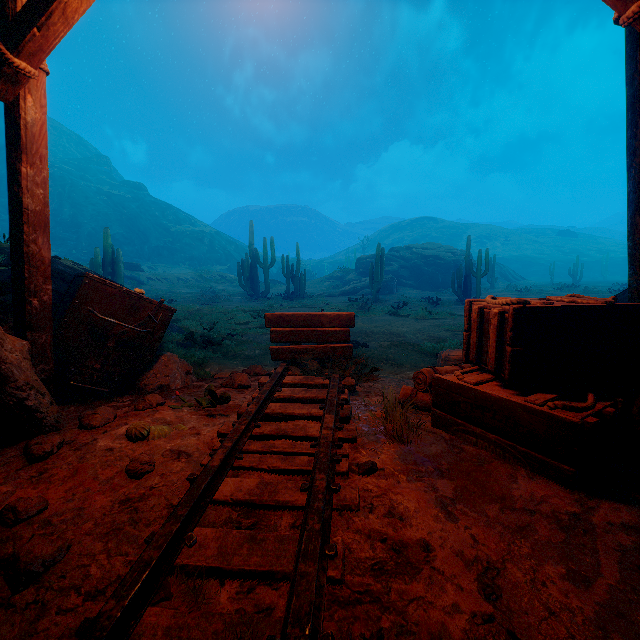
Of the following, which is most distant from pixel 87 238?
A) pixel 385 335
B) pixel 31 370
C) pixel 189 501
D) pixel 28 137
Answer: pixel 189 501

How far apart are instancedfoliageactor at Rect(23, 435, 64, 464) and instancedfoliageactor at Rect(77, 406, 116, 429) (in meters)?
0.32

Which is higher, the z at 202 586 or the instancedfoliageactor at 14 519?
the instancedfoliageactor at 14 519

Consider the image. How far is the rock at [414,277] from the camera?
29.0 meters

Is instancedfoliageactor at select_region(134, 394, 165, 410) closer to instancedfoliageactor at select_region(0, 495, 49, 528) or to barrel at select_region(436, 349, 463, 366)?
instancedfoliageactor at select_region(0, 495, 49, 528)

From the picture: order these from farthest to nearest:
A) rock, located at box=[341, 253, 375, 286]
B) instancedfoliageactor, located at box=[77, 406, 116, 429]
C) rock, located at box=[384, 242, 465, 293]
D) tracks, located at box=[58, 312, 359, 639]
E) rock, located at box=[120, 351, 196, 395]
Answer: rock, located at box=[341, 253, 375, 286] → rock, located at box=[384, 242, 465, 293] → rock, located at box=[120, 351, 196, 395] → instancedfoliageactor, located at box=[77, 406, 116, 429] → tracks, located at box=[58, 312, 359, 639]

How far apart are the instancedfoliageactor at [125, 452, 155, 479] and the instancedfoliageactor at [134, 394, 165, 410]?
1.04m

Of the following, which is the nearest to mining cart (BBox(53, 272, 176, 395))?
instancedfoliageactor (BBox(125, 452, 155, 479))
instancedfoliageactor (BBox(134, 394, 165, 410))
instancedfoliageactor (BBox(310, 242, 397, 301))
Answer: instancedfoliageactor (BBox(134, 394, 165, 410))
